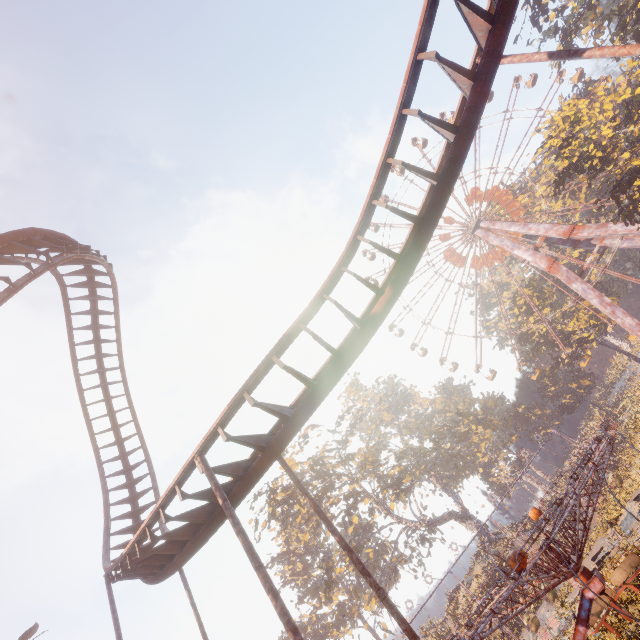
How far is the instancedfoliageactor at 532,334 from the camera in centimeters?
5038cm

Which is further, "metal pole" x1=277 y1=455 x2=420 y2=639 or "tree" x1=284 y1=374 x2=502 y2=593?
"tree" x1=284 y1=374 x2=502 y2=593

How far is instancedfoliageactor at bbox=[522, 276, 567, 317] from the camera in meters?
50.1 m

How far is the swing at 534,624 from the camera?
23.3 meters

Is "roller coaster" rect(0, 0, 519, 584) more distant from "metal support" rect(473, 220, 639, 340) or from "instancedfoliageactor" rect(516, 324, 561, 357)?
"instancedfoliageactor" rect(516, 324, 561, 357)

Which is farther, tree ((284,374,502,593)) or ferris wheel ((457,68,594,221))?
ferris wheel ((457,68,594,221))

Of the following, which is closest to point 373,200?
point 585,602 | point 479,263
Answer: point 585,602

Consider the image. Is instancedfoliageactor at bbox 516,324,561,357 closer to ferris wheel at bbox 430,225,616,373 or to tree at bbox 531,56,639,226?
ferris wheel at bbox 430,225,616,373
